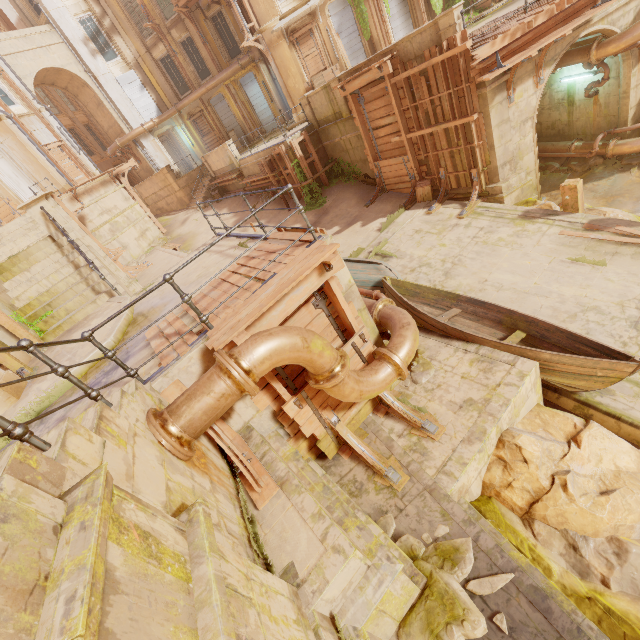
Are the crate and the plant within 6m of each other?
yes

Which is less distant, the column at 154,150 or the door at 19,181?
the door at 19,181

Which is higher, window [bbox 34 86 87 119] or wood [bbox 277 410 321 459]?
window [bbox 34 86 87 119]

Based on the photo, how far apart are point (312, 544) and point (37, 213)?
12.40m

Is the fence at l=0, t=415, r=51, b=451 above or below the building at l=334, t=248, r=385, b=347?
above

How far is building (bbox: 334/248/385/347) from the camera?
5.6 meters

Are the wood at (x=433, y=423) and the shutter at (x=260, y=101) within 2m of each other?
no

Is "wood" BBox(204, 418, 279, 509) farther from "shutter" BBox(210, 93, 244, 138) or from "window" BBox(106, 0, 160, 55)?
"window" BBox(106, 0, 160, 55)
